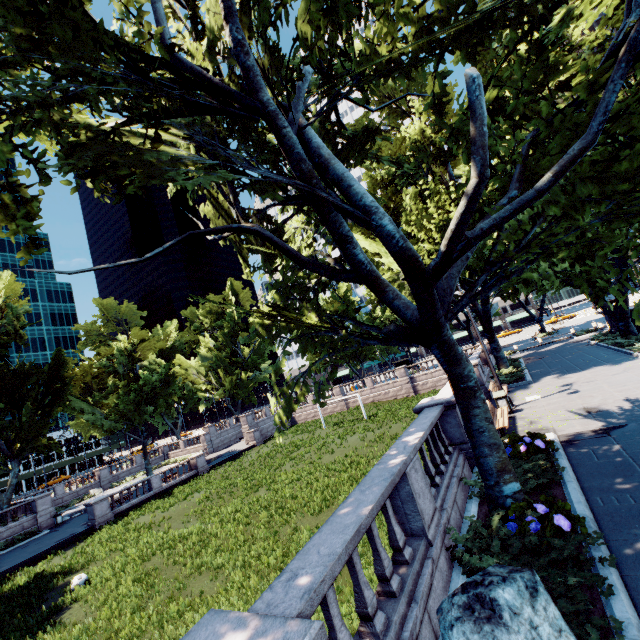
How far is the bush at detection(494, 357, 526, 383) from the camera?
20.82m

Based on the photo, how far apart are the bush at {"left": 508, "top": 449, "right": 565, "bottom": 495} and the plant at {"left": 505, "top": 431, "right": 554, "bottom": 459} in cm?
1

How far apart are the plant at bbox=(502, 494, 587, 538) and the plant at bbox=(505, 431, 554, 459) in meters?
2.8

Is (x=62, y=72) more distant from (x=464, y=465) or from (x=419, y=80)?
(x=419, y=80)

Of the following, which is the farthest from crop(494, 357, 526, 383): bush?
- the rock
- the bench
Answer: the rock

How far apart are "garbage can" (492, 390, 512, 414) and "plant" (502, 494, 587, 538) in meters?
8.9 m

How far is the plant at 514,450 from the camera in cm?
885

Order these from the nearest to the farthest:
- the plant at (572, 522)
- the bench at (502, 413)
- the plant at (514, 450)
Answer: the plant at (572, 522)
the plant at (514, 450)
the bench at (502, 413)
